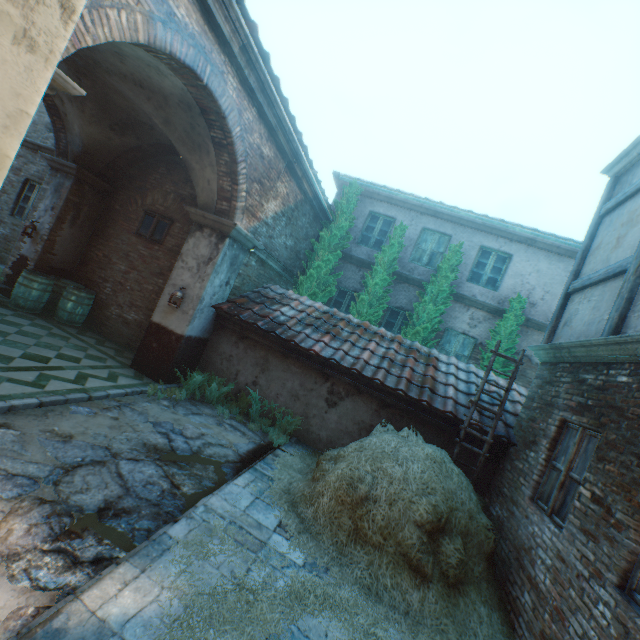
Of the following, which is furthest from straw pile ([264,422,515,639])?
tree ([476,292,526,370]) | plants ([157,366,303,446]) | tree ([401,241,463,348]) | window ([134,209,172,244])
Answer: window ([134,209,172,244])

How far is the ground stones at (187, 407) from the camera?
6.3m

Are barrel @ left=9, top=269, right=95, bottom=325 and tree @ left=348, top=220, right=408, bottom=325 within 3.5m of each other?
no

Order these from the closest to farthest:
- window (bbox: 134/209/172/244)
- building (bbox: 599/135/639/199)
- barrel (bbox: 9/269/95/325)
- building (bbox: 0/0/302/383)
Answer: building (bbox: 0/0/302/383) → building (bbox: 599/135/639/199) → barrel (bbox: 9/269/95/325) → window (bbox: 134/209/172/244)

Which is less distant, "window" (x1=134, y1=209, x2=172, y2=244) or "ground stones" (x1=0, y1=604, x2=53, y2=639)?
"ground stones" (x1=0, y1=604, x2=53, y2=639)

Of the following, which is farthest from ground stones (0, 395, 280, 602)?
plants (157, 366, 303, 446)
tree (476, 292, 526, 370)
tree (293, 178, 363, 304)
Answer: tree (476, 292, 526, 370)

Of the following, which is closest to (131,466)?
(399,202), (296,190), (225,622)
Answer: (225,622)

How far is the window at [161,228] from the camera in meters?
8.8 m
